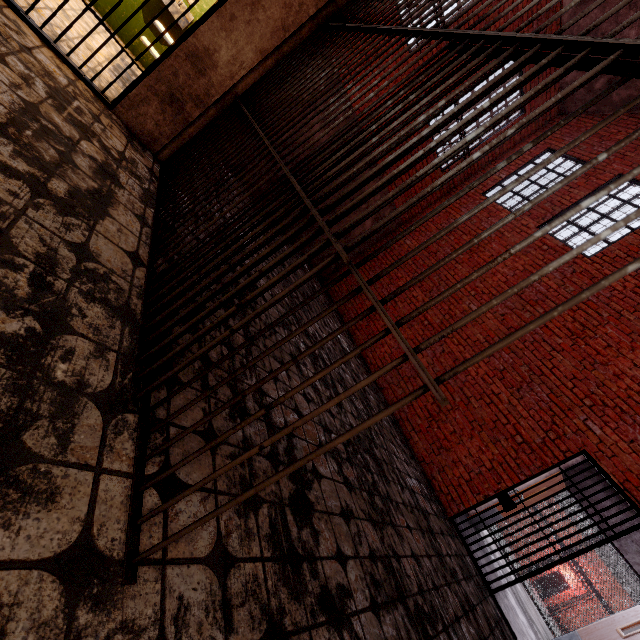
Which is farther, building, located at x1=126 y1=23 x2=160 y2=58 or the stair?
the stair

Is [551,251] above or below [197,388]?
above

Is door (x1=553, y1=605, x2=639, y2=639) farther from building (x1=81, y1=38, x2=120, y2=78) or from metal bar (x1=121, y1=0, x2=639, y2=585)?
building (x1=81, y1=38, x2=120, y2=78)

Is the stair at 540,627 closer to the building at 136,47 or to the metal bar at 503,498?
the metal bar at 503,498

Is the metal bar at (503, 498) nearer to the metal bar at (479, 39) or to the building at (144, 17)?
the metal bar at (479, 39)

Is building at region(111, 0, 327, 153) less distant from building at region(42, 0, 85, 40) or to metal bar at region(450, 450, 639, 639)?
building at region(42, 0, 85, 40)

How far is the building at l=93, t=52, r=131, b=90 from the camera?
3.1m

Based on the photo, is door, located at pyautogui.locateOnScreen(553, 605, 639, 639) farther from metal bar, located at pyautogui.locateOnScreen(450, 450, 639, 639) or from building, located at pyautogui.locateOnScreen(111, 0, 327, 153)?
building, located at pyautogui.locateOnScreen(111, 0, 327, 153)
